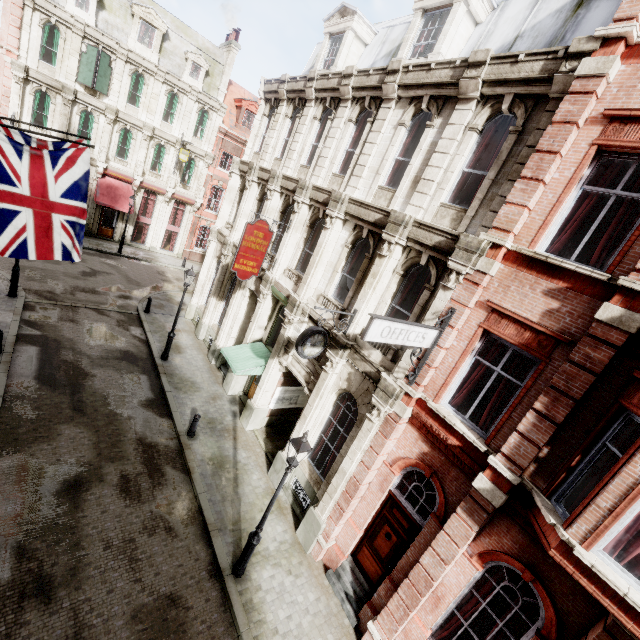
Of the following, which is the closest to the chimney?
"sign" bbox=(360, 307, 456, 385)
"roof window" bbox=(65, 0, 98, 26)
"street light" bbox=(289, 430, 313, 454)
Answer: "roof window" bbox=(65, 0, 98, 26)

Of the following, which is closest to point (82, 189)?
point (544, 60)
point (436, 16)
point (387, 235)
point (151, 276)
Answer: point (387, 235)

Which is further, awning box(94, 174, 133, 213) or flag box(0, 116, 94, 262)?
awning box(94, 174, 133, 213)

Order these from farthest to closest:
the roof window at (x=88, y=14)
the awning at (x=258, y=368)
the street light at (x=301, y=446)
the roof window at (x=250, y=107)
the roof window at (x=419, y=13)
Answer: the roof window at (x=250, y=107) < the roof window at (x=88, y=14) < the awning at (x=258, y=368) < the roof window at (x=419, y=13) < the street light at (x=301, y=446)

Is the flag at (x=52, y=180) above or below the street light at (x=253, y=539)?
above

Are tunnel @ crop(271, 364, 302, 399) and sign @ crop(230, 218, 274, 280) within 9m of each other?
yes

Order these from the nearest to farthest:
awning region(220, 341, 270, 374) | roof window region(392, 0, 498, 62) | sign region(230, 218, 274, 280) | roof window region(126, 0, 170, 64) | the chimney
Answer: roof window region(392, 0, 498, 62)
sign region(230, 218, 274, 280)
awning region(220, 341, 270, 374)
roof window region(126, 0, 170, 64)
the chimney

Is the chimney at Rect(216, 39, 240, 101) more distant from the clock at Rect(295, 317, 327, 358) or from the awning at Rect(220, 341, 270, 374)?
the clock at Rect(295, 317, 327, 358)
